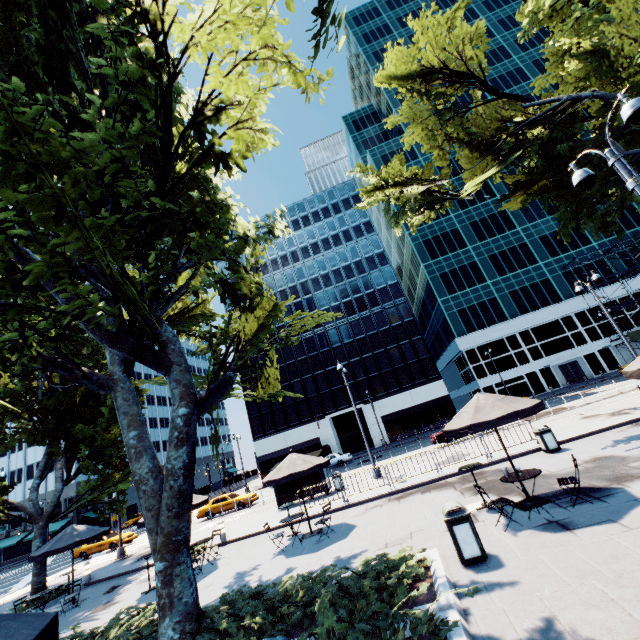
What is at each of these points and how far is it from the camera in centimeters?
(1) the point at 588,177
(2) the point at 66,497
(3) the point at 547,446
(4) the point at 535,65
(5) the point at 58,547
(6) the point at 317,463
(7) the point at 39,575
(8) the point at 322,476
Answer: (1) light, 773cm
(2) building, 5322cm
(3) garbage can, 1287cm
(4) building, 5941cm
(5) umbrella, 1309cm
(6) umbrella, 1230cm
(7) tree, 1548cm
(8) bus stop, 1958cm

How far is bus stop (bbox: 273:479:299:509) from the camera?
19.6m

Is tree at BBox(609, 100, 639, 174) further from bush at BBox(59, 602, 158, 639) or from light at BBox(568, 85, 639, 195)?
light at BBox(568, 85, 639, 195)

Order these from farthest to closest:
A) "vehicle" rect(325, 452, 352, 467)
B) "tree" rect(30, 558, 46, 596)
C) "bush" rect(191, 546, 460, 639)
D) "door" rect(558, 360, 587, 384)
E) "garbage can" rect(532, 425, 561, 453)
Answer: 1. "door" rect(558, 360, 587, 384)
2. "vehicle" rect(325, 452, 352, 467)
3. "tree" rect(30, 558, 46, 596)
4. "garbage can" rect(532, 425, 561, 453)
5. "bush" rect(191, 546, 460, 639)

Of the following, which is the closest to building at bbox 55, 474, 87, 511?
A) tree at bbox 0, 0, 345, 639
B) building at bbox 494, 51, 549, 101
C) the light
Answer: tree at bbox 0, 0, 345, 639

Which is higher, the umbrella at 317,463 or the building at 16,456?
the building at 16,456

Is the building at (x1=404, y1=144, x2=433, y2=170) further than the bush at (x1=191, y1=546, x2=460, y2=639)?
Yes

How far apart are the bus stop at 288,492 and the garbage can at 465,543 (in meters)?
13.63
